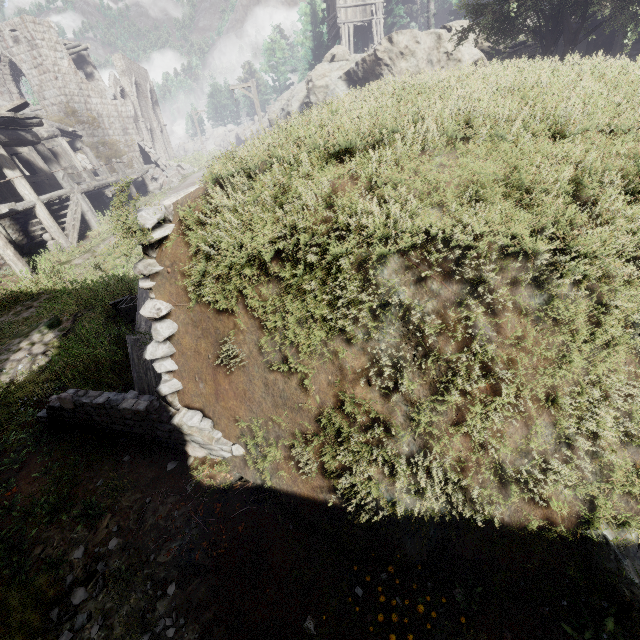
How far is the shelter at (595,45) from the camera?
12.6 meters

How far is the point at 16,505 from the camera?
4.2 meters

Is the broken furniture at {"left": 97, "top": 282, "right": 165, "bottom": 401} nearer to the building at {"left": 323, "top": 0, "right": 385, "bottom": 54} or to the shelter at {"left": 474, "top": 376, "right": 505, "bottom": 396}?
the shelter at {"left": 474, "top": 376, "right": 505, "bottom": 396}

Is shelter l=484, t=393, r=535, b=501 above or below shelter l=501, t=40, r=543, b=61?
below

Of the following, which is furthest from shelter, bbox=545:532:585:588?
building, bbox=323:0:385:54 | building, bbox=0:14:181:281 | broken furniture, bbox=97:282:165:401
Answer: building, bbox=323:0:385:54

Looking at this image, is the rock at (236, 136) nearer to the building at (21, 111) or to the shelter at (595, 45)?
the building at (21, 111)

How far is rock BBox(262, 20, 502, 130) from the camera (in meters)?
16.52

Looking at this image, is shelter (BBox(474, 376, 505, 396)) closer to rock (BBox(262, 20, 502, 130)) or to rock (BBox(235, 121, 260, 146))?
rock (BBox(262, 20, 502, 130))
